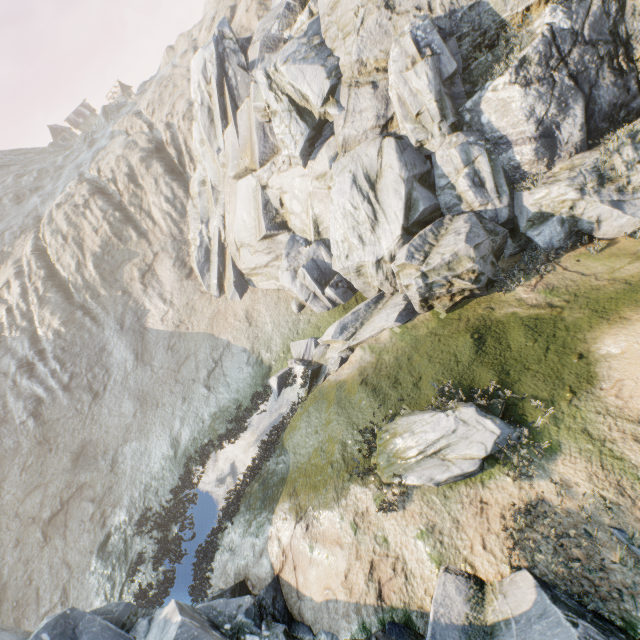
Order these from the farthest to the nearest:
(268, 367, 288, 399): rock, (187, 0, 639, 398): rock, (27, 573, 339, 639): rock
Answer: (268, 367, 288, 399): rock → (187, 0, 639, 398): rock → (27, 573, 339, 639): rock

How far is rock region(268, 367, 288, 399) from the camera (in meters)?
16.67

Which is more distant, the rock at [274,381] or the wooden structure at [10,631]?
the rock at [274,381]

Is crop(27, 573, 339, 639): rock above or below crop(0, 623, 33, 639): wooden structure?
below

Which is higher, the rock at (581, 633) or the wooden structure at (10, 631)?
the wooden structure at (10, 631)

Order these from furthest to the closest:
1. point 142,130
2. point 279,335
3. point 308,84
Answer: point 142,130, point 279,335, point 308,84
